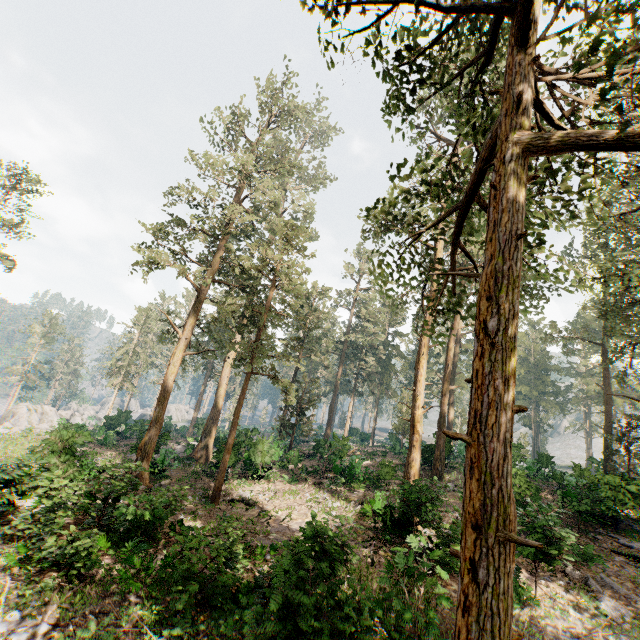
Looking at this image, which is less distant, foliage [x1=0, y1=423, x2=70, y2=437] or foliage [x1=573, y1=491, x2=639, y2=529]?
foliage [x1=573, y1=491, x2=639, y2=529]

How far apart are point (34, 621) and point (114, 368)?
48.32m

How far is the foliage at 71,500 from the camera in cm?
1115

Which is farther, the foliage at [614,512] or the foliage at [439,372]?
the foliage at [614,512]

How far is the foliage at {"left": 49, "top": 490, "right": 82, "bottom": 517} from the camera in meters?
11.1 m

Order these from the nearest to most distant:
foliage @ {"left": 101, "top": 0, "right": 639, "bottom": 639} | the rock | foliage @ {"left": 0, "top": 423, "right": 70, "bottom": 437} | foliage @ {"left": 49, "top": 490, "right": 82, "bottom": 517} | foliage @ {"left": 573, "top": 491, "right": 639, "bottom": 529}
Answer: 1. foliage @ {"left": 101, "top": 0, "right": 639, "bottom": 639}
2. foliage @ {"left": 49, "top": 490, "right": 82, "bottom": 517}
3. foliage @ {"left": 573, "top": 491, "right": 639, "bottom": 529}
4. foliage @ {"left": 0, "top": 423, "right": 70, "bottom": 437}
5. the rock

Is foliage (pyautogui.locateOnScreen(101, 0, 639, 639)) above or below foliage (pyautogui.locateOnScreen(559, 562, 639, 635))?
above
